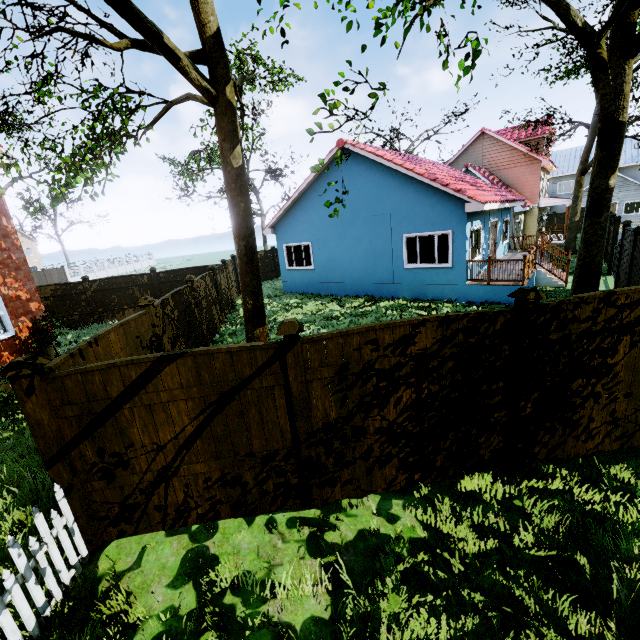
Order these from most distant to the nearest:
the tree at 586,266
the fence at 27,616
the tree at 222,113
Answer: the tree at 586,266
the tree at 222,113
the fence at 27,616

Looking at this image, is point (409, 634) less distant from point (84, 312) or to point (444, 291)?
point (444, 291)

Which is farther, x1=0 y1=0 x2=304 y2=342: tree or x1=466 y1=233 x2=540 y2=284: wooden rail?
x1=466 y1=233 x2=540 y2=284: wooden rail

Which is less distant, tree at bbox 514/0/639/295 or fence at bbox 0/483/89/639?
fence at bbox 0/483/89/639

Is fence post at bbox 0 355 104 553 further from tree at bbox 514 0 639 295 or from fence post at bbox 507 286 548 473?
fence post at bbox 507 286 548 473

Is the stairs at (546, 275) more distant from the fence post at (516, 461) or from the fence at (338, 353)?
the fence post at (516, 461)

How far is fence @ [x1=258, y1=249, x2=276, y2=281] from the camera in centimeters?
2359cm
